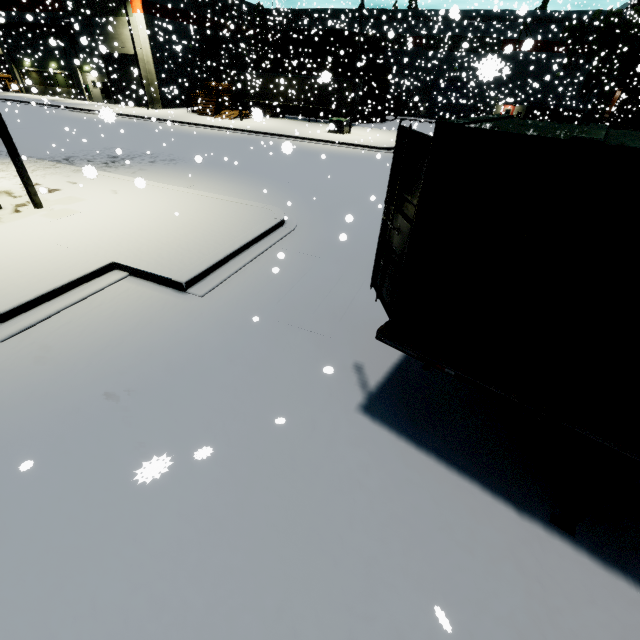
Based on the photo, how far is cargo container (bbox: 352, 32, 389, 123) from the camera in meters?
34.4

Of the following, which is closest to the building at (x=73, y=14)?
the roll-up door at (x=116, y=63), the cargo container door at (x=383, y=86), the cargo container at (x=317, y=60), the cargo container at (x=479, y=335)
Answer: the roll-up door at (x=116, y=63)

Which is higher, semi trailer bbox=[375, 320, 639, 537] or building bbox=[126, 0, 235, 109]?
building bbox=[126, 0, 235, 109]

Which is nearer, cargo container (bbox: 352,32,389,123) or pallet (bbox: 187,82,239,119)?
pallet (bbox: 187,82,239,119)

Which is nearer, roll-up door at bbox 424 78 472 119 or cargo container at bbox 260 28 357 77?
cargo container at bbox 260 28 357 77

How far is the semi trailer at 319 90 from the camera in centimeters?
3102cm

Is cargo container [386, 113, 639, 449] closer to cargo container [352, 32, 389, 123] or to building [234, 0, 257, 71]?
building [234, 0, 257, 71]

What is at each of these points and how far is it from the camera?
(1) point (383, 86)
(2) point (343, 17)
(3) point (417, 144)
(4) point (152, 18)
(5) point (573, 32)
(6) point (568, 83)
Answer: (1) cargo container door, 35.2 meters
(2) building, 15.2 meters
(3) cargo container door, 2.9 meters
(4) building, 30.8 meters
(5) tree, 34.8 meters
(6) building, 37.0 meters
